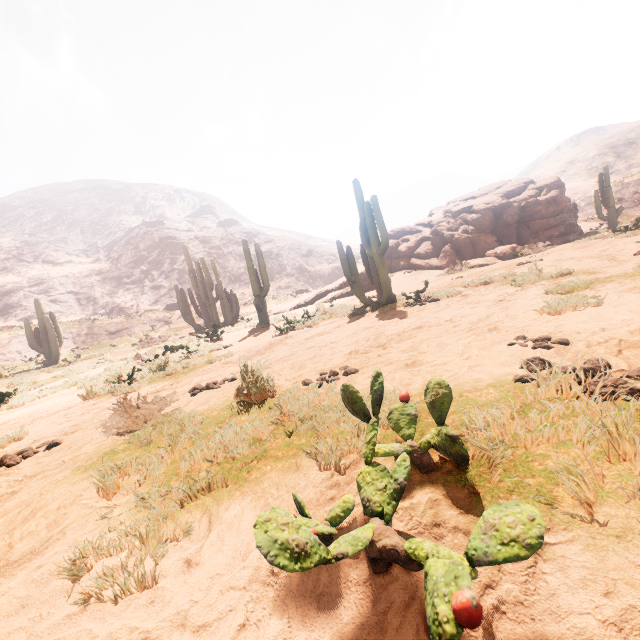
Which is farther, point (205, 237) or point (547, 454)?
point (205, 237)

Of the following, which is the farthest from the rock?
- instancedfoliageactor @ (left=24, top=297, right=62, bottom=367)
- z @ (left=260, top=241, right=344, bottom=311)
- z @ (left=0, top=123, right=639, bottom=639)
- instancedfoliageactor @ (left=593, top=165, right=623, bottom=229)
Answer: z @ (left=260, top=241, right=344, bottom=311)

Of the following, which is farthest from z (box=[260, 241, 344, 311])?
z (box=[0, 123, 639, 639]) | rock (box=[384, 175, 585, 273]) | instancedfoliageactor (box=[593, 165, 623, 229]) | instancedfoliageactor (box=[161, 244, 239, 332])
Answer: instancedfoliageactor (box=[593, 165, 623, 229])

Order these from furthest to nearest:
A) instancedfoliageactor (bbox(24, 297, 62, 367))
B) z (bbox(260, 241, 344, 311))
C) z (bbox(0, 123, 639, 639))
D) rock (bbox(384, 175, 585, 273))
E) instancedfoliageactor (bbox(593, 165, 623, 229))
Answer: z (bbox(260, 241, 344, 311)) → instancedfoliageactor (bbox(24, 297, 62, 367)) → instancedfoliageactor (bbox(593, 165, 623, 229)) → rock (bbox(384, 175, 585, 273)) → z (bbox(0, 123, 639, 639))

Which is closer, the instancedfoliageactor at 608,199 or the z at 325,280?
the instancedfoliageactor at 608,199

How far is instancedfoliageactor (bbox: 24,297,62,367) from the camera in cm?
1858

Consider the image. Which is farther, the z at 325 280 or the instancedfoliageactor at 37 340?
the z at 325 280

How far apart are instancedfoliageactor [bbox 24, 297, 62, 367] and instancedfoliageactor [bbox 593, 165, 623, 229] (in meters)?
32.03
